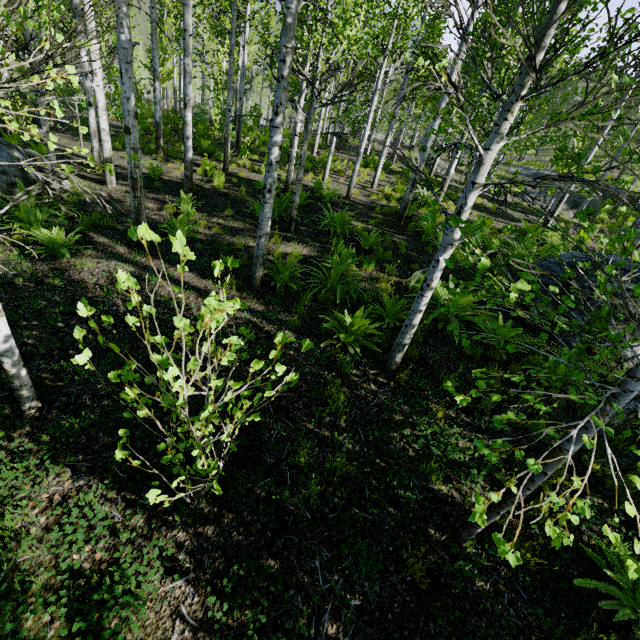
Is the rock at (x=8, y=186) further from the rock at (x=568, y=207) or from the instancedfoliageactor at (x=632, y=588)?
the rock at (x=568, y=207)

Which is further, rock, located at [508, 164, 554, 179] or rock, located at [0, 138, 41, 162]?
rock, located at [508, 164, 554, 179]

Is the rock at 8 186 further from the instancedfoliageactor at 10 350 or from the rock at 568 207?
the rock at 568 207

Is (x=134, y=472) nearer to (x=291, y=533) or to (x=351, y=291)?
(x=291, y=533)

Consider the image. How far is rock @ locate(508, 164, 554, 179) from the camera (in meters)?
28.48

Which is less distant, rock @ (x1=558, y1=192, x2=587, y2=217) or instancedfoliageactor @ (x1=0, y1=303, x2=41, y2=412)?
instancedfoliageactor @ (x1=0, y1=303, x2=41, y2=412)

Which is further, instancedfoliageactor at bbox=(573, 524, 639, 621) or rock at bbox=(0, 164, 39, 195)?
rock at bbox=(0, 164, 39, 195)
